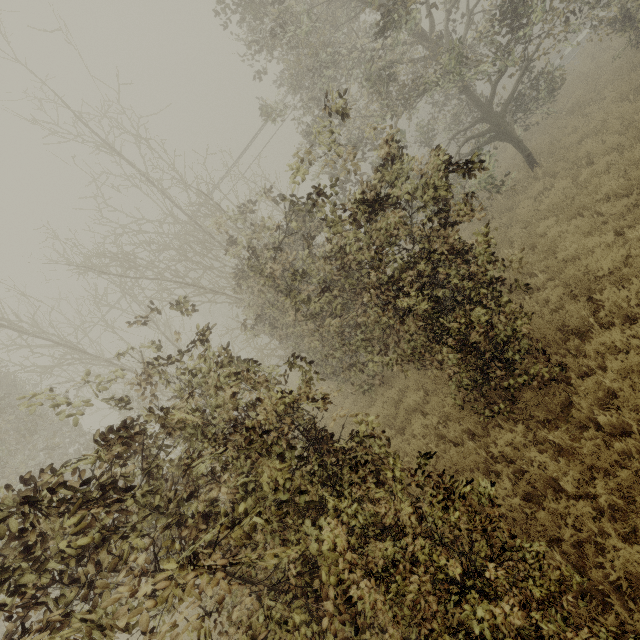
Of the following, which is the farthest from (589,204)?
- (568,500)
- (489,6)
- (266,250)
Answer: (489,6)
